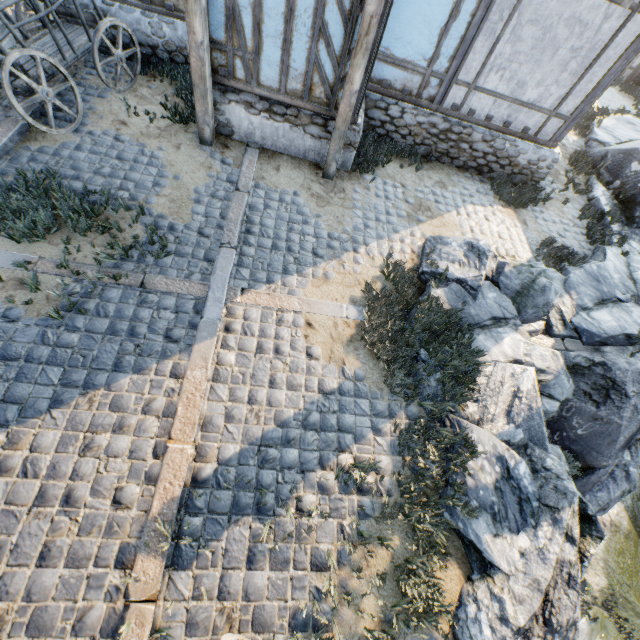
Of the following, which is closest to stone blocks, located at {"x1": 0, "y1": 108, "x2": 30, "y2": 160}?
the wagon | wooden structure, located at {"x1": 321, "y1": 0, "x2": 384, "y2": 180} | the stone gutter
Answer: the stone gutter

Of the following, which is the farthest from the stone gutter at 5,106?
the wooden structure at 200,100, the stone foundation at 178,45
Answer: the wooden structure at 200,100

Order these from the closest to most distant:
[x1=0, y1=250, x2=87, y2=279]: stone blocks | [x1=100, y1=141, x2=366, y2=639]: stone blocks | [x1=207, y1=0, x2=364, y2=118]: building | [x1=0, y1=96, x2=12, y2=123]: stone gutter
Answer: [x1=100, y1=141, x2=366, y2=639]: stone blocks < [x1=0, y1=250, x2=87, y2=279]: stone blocks < [x1=207, y1=0, x2=364, y2=118]: building < [x1=0, y1=96, x2=12, y2=123]: stone gutter

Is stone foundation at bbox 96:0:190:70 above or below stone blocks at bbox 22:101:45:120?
above

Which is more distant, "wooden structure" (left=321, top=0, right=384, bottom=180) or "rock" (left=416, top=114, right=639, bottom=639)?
"wooden structure" (left=321, top=0, right=384, bottom=180)

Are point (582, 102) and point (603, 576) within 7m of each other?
no

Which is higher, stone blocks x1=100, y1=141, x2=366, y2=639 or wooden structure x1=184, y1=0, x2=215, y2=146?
wooden structure x1=184, y1=0, x2=215, y2=146

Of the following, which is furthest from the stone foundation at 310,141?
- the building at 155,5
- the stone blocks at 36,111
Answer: the stone blocks at 36,111
